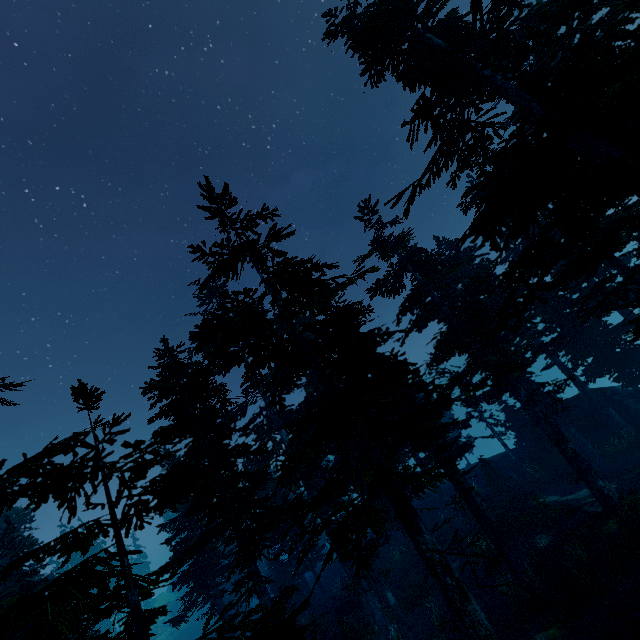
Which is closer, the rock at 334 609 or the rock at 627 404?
the rock at 334 609

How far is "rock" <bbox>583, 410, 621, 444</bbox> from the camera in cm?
2342

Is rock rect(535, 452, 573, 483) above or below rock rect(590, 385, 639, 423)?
below

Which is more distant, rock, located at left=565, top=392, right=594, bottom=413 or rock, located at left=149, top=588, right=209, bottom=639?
rock, located at left=149, top=588, right=209, bottom=639

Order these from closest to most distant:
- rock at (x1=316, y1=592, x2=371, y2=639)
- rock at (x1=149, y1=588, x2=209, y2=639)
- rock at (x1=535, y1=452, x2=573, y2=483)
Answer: rock at (x1=316, y1=592, x2=371, y2=639) < rock at (x1=535, y1=452, x2=573, y2=483) < rock at (x1=149, y1=588, x2=209, y2=639)

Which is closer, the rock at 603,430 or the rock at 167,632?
the rock at 603,430

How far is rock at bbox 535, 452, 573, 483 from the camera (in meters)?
23.01

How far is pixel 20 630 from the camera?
14.6m
